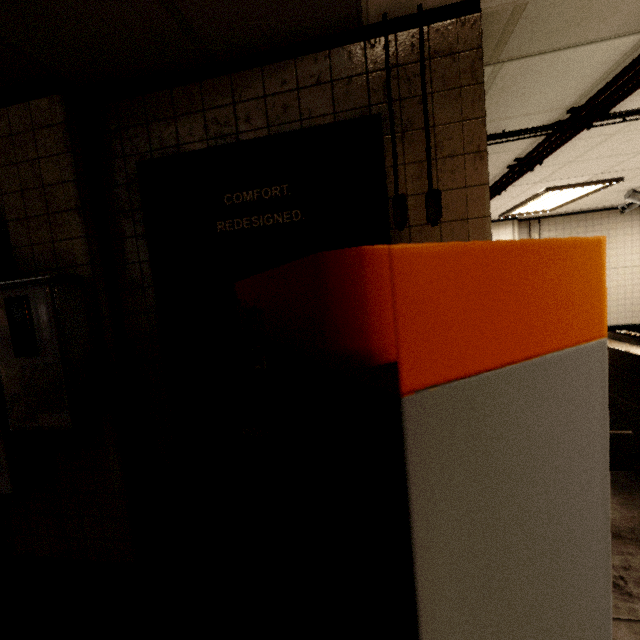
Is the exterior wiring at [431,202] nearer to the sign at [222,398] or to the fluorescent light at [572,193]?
the sign at [222,398]

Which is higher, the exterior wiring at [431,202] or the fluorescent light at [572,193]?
the fluorescent light at [572,193]

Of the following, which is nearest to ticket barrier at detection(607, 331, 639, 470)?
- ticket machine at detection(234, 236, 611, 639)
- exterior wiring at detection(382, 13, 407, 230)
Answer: ticket machine at detection(234, 236, 611, 639)

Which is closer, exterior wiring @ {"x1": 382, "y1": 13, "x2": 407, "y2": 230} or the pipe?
exterior wiring @ {"x1": 382, "y1": 13, "x2": 407, "y2": 230}

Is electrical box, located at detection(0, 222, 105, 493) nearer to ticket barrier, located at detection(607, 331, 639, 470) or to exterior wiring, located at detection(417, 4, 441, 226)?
exterior wiring, located at detection(417, 4, 441, 226)

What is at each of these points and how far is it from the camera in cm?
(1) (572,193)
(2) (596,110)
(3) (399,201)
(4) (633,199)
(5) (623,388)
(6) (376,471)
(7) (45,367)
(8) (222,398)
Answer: (1) fluorescent light, 516
(2) pipe, 235
(3) exterior wiring, 145
(4) cctv camera, 541
(5) ticket barrier, 300
(6) ticket machine, 63
(7) electrical box, 157
(8) sign, 179

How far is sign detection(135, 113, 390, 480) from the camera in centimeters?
153cm

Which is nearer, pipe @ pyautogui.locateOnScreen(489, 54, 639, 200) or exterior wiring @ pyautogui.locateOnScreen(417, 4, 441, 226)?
exterior wiring @ pyautogui.locateOnScreen(417, 4, 441, 226)
